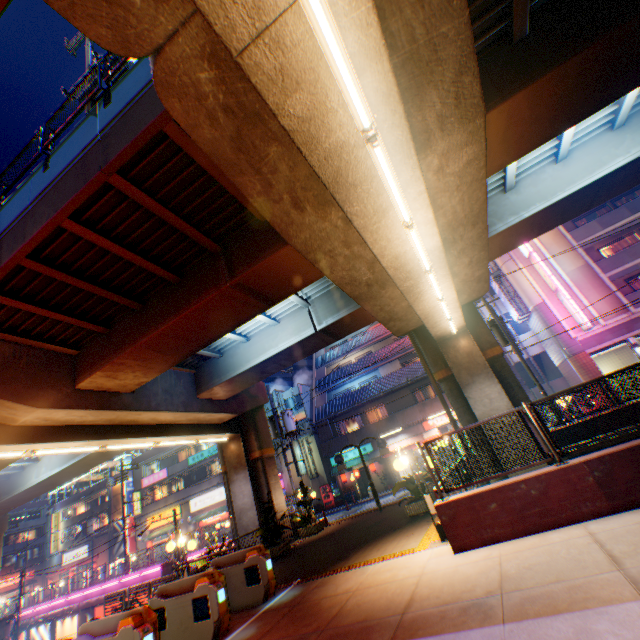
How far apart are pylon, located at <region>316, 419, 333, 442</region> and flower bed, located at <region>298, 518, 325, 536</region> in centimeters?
1216cm

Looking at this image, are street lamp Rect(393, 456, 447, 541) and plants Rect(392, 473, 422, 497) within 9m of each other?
yes

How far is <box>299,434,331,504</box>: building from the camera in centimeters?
3186cm

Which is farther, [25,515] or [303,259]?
[25,515]

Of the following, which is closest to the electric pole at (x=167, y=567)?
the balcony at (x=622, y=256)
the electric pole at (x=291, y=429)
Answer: the electric pole at (x=291, y=429)

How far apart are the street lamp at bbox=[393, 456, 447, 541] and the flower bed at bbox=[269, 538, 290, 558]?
8.46m

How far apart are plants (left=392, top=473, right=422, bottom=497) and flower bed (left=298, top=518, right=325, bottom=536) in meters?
6.2 m

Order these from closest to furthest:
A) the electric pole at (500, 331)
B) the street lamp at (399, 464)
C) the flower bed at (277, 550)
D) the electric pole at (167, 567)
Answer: the street lamp at (399, 464), the flower bed at (277, 550), the electric pole at (500, 331), the electric pole at (167, 567)
